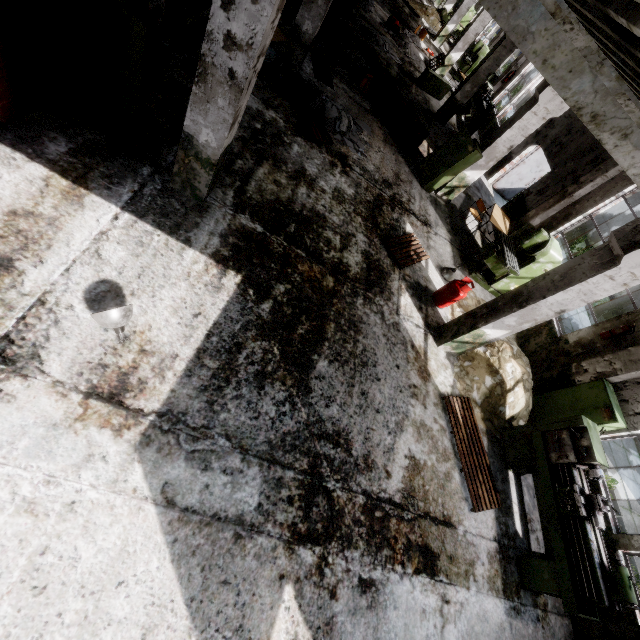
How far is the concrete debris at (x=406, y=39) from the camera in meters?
16.0 m

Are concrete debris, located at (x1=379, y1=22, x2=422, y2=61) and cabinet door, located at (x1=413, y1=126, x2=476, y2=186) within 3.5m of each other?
no

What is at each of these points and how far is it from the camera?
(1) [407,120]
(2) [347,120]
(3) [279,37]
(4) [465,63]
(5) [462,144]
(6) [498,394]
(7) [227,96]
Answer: (1) table, 10.65m
(2) concrete debris, 8.81m
(3) table, 7.57m
(4) band saw, 19.11m
(5) cabinet door, 9.19m
(6) concrete debris, 7.04m
(7) column beam, 3.89m

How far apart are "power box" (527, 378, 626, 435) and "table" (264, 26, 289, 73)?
10.19m

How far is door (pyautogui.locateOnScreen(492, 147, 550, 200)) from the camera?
13.1m

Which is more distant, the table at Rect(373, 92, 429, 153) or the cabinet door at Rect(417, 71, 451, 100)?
the cabinet door at Rect(417, 71, 451, 100)

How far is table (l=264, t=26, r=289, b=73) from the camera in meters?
7.4 m

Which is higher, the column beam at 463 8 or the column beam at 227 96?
the column beam at 463 8
